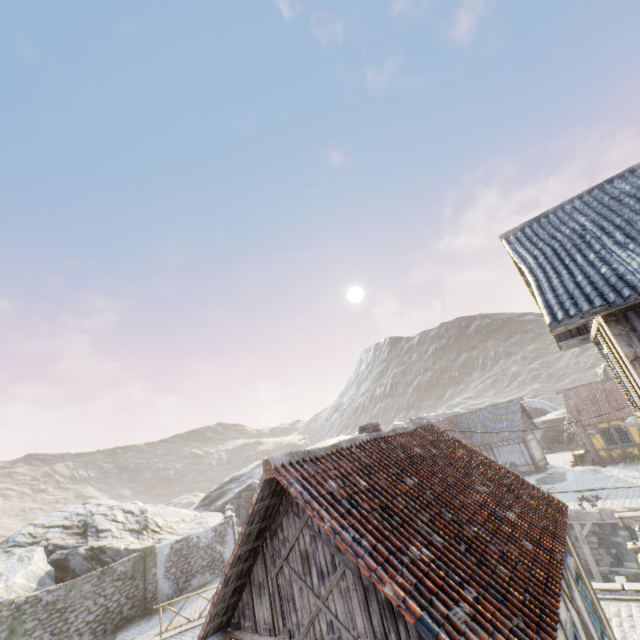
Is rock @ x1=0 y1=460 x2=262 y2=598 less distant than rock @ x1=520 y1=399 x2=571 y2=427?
Yes

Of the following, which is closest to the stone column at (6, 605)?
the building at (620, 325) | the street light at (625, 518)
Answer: the street light at (625, 518)

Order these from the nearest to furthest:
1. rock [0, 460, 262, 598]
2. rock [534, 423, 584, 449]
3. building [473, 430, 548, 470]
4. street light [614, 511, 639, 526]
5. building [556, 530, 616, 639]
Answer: building [556, 530, 616, 639] → street light [614, 511, 639, 526] → rock [0, 460, 262, 598] → building [473, 430, 548, 470] → rock [534, 423, 584, 449]

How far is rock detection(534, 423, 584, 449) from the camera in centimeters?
3350cm

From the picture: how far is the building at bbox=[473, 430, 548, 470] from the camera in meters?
27.9 m

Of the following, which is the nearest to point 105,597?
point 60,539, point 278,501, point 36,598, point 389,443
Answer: point 36,598

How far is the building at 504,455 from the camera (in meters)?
27.92

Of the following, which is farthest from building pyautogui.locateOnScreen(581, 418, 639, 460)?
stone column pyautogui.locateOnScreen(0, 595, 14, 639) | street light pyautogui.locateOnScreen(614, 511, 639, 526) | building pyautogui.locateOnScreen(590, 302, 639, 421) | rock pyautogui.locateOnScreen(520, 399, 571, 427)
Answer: stone column pyautogui.locateOnScreen(0, 595, 14, 639)
